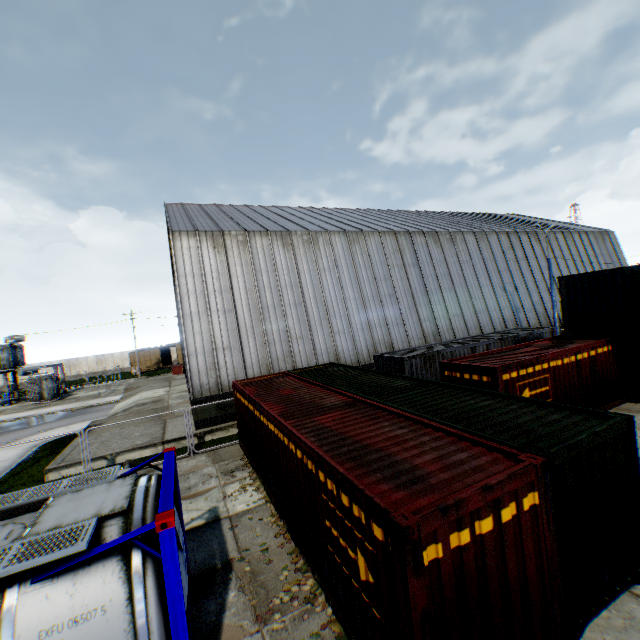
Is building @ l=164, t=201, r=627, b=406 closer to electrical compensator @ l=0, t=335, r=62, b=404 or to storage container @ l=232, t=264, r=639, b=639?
storage container @ l=232, t=264, r=639, b=639

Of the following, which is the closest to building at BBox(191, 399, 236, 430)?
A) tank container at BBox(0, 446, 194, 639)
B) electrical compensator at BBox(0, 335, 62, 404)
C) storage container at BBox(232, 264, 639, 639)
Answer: storage container at BBox(232, 264, 639, 639)

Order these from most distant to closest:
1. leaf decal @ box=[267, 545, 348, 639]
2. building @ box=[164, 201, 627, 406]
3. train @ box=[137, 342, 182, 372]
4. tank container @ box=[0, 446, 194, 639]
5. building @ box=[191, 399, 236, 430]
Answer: train @ box=[137, 342, 182, 372], building @ box=[164, 201, 627, 406], building @ box=[191, 399, 236, 430], leaf decal @ box=[267, 545, 348, 639], tank container @ box=[0, 446, 194, 639]

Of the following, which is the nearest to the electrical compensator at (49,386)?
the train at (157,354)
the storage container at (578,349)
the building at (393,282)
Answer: the building at (393,282)

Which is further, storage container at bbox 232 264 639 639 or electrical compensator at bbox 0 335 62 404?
electrical compensator at bbox 0 335 62 404

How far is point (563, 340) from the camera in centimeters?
1552cm

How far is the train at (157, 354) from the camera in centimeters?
5112cm

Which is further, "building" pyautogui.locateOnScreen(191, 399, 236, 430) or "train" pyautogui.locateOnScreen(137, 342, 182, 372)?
"train" pyautogui.locateOnScreen(137, 342, 182, 372)
